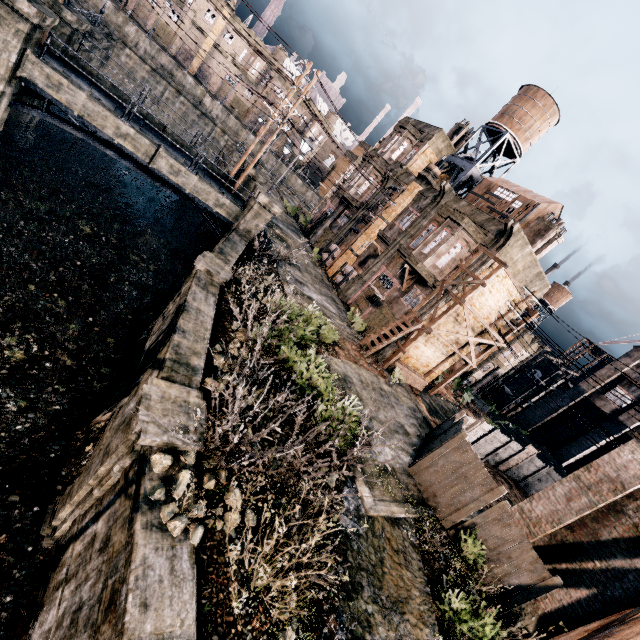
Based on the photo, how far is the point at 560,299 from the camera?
39.8m

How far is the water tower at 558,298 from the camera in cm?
3962

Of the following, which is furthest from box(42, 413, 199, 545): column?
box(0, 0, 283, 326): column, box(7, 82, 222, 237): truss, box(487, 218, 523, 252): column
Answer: box(487, 218, 523, 252): column

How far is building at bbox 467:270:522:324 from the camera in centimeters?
2194cm

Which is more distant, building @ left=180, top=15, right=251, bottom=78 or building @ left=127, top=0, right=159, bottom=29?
building @ left=180, top=15, right=251, bottom=78

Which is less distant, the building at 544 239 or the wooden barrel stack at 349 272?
the building at 544 239

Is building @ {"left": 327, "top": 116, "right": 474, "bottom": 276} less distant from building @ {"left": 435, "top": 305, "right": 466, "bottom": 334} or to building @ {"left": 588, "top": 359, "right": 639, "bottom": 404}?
building @ {"left": 435, "top": 305, "right": 466, "bottom": 334}

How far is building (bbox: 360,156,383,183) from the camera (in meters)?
32.22
